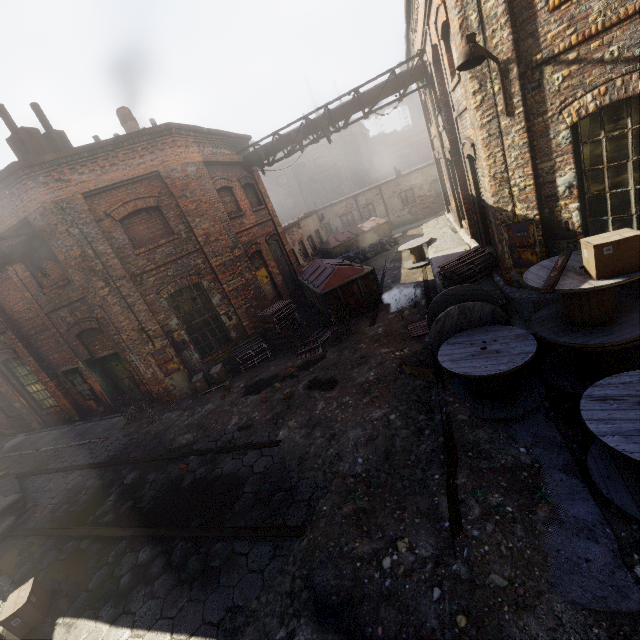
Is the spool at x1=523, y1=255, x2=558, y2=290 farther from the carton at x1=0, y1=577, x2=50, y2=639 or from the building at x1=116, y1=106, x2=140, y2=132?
the building at x1=116, y1=106, x2=140, y2=132

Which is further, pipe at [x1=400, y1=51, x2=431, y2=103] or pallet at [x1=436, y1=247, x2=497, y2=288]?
pipe at [x1=400, y1=51, x2=431, y2=103]

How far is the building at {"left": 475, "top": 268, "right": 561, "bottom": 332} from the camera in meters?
6.5

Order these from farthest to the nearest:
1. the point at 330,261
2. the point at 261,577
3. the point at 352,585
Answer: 1. the point at 330,261
2. the point at 261,577
3. the point at 352,585

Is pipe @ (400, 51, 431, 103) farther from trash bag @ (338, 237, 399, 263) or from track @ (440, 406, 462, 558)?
track @ (440, 406, 462, 558)

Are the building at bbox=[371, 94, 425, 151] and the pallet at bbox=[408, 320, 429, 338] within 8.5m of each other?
no

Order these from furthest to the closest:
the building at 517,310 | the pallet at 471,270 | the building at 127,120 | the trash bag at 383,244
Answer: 1. the trash bag at 383,244
2. the building at 127,120
3. the pallet at 471,270
4. the building at 517,310

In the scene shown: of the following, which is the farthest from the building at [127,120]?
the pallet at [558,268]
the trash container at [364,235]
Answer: the pallet at [558,268]
